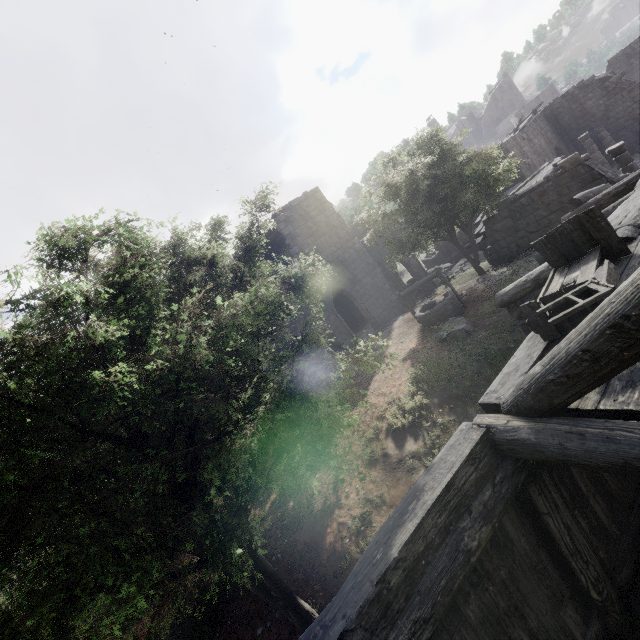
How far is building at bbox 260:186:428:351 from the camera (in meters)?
19.27

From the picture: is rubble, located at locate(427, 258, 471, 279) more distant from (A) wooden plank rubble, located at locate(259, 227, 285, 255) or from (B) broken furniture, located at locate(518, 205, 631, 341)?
(B) broken furniture, located at locate(518, 205, 631, 341)

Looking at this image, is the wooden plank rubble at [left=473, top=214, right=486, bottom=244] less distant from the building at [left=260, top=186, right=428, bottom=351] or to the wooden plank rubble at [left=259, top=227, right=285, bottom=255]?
the building at [left=260, top=186, right=428, bottom=351]

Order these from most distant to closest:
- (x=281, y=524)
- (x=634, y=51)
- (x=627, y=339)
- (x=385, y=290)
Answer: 1. (x=634, y=51)
2. (x=385, y=290)
3. (x=281, y=524)
4. (x=627, y=339)

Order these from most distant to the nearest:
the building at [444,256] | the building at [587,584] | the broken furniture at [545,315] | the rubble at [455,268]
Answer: the building at [444,256], the rubble at [455,268], the broken furniture at [545,315], the building at [587,584]

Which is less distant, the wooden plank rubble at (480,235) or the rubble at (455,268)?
the wooden plank rubble at (480,235)

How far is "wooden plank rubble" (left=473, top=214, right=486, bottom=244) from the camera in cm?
1789

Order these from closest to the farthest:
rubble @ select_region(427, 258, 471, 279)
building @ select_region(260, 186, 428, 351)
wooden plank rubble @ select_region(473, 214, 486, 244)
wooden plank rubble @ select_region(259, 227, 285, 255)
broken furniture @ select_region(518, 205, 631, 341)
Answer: broken furniture @ select_region(518, 205, 631, 341), wooden plank rubble @ select_region(473, 214, 486, 244), building @ select_region(260, 186, 428, 351), wooden plank rubble @ select_region(259, 227, 285, 255), rubble @ select_region(427, 258, 471, 279)
